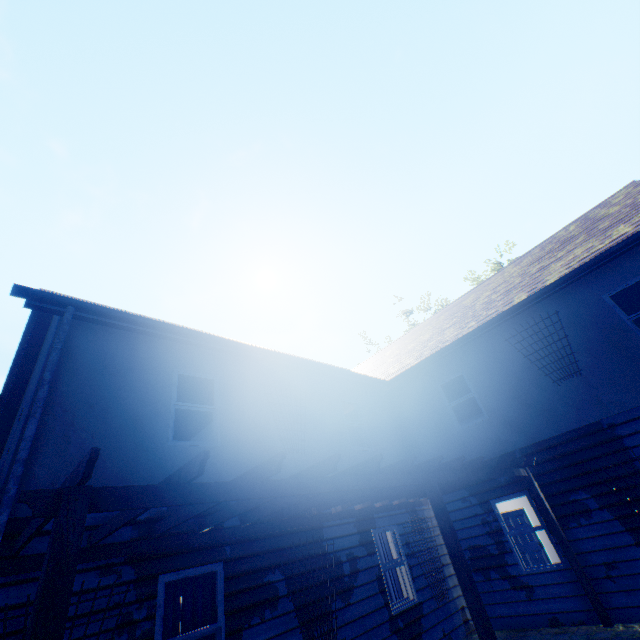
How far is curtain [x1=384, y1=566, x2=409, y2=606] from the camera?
7.58m

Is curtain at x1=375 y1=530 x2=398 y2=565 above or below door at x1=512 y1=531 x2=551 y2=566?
above

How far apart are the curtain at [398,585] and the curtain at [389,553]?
0.15m

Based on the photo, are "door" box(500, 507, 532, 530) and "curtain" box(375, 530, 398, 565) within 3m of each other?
no

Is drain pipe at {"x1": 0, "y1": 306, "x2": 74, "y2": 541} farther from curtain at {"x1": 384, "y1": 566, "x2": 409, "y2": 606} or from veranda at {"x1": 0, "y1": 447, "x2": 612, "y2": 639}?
curtain at {"x1": 384, "y1": 566, "x2": 409, "y2": 606}

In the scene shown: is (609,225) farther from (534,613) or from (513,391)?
(534,613)

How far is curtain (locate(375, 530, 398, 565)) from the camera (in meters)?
8.05

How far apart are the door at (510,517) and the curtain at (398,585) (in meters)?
6.24
